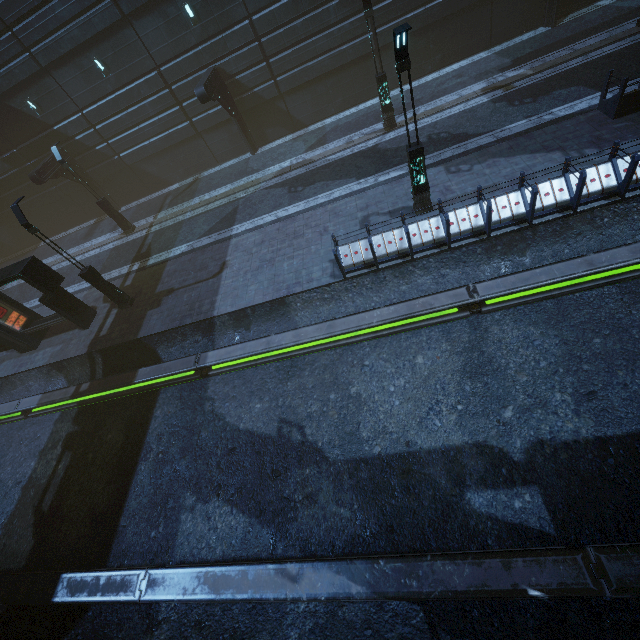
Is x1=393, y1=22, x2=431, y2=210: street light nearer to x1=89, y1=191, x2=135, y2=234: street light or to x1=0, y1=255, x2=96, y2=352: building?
x1=0, y1=255, x2=96, y2=352: building

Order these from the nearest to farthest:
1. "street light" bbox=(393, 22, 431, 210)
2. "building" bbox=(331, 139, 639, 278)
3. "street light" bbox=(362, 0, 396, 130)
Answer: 1. "street light" bbox=(393, 22, 431, 210)
2. "building" bbox=(331, 139, 639, 278)
3. "street light" bbox=(362, 0, 396, 130)

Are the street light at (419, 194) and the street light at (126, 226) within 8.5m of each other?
no

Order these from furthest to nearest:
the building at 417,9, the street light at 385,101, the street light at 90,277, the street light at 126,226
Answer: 1. the street light at 126,226
2. the building at 417,9
3. the street light at 385,101
4. the street light at 90,277

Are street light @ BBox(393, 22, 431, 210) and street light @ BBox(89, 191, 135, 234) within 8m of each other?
no

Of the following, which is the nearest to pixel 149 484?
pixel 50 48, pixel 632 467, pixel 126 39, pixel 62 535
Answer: pixel 62 535

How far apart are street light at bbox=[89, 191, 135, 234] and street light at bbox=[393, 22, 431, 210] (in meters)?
18.21

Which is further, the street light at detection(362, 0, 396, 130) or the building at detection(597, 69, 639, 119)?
the street light at detection(362, 0, 396, 130)
